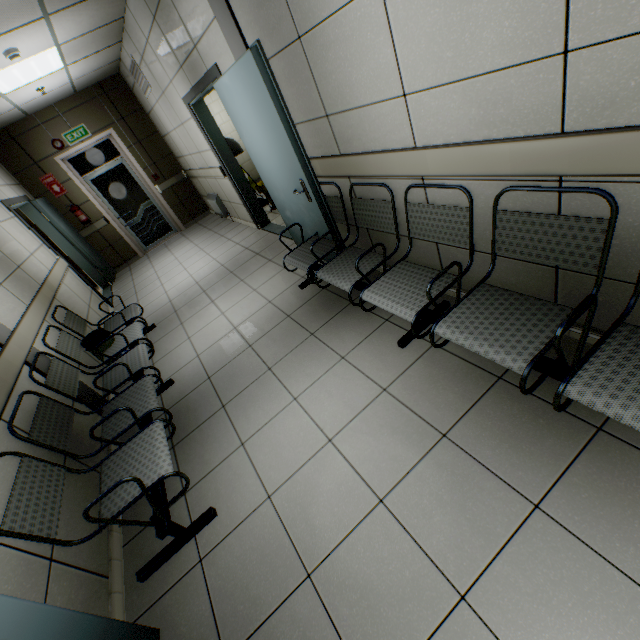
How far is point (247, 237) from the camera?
5.9 meters

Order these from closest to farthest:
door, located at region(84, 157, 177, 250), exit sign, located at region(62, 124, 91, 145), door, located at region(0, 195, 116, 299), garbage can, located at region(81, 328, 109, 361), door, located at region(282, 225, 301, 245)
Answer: garbage can, located at region(81, 328, 109, 361), door, located at region(282, 225, 301, 245), door, located at region(0, 195, 116, 299), exit sign, located at region(62, 124, 91, 145), door, located at region(84, 157, 177, 250)

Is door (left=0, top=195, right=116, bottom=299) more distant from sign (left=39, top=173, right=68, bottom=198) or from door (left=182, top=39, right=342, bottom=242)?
door (left=182, top=39, right=342, bottom=242)

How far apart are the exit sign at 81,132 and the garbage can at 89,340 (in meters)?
5.70

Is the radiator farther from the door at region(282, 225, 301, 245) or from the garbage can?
the garbage can

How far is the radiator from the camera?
6.8m

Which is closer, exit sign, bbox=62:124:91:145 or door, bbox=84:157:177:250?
exit sign, bbox=62:124:91:145

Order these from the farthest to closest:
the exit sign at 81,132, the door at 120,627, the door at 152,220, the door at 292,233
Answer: the door at 152,220, the exit sign at 81,132, the door at 292,233, the door at 120,627
